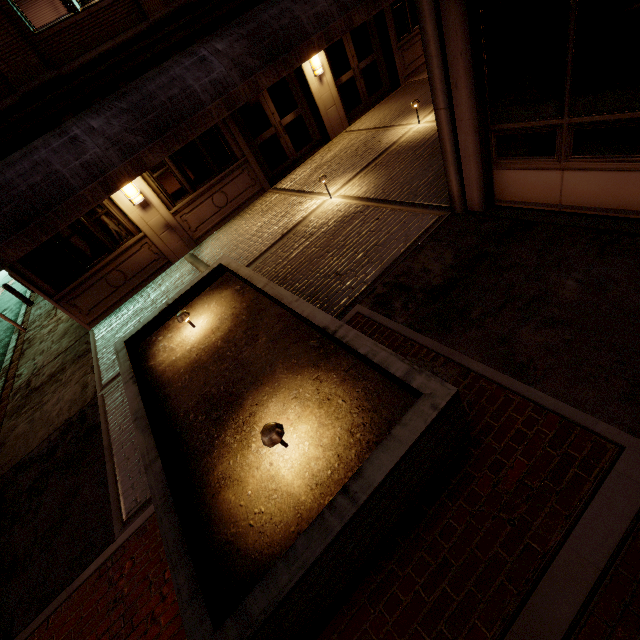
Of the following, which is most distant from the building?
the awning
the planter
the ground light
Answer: the ground light

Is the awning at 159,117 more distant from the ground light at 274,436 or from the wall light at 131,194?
the ground light at 274,436

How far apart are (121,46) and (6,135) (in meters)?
3.25

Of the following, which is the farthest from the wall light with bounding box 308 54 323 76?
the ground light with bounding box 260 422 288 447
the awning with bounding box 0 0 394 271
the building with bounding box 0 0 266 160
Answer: the ground light with bounding box 260 422 288 447

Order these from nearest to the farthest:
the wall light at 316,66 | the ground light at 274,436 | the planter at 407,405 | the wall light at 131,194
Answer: the planter at 407,405, the ground light at 274,436, the wall light at 131,194, the wall light at 316,66

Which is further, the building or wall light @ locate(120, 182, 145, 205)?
wall light @ locate(120, 182, 145, 205)

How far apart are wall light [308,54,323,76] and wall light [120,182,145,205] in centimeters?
659cm

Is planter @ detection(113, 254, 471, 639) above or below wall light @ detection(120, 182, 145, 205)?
below
